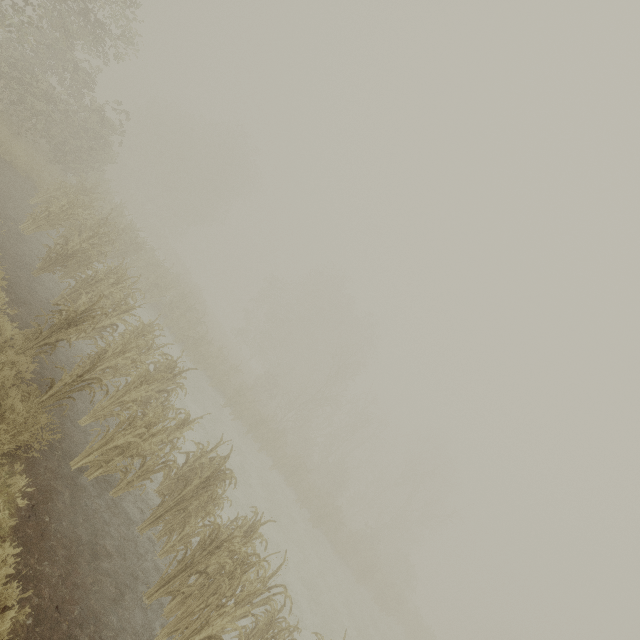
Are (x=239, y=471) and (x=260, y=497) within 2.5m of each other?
yes
